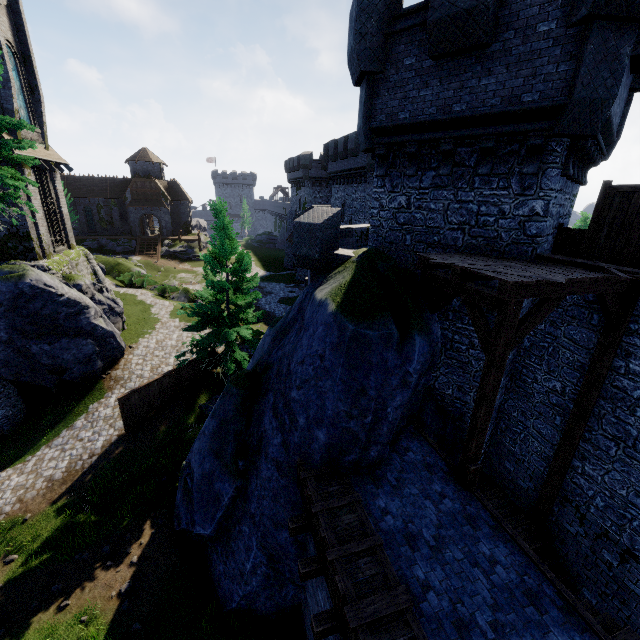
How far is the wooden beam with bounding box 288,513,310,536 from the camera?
7.54m

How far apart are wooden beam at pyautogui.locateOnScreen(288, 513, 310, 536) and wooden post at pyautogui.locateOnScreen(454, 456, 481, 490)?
3.68m

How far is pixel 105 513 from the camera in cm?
1307

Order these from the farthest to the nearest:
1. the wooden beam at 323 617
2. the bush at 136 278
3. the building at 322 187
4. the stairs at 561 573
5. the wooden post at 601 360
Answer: the bush at 136 278, the building at 322 187, the stairs at 561 573, the wooden post at 601 360, the wooden beam at 323 617

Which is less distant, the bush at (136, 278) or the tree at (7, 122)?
the tree at (7, 122)

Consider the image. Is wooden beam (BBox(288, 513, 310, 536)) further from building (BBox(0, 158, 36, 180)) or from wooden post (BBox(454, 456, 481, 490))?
building (BBox(0, 158, 36, 180))

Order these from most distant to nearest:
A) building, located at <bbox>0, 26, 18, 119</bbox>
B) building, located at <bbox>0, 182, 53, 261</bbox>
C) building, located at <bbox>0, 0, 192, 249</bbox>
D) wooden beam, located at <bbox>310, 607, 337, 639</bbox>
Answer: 1. building, located at <bbox>0, 0, 192, 249</bbox>
2. building, located at <bbox>0, 182, 53, 261</bbox>
3. building, located at <bbox>0, 26, 18, 119</bbox>
4. wooden beam, located at <bbox>310, 607, 337, 639</bbox>

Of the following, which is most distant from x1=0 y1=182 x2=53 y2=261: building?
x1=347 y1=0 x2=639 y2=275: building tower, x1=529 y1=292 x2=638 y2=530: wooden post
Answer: x1=529 y1=292 x2=638 y2=530: wooden post
